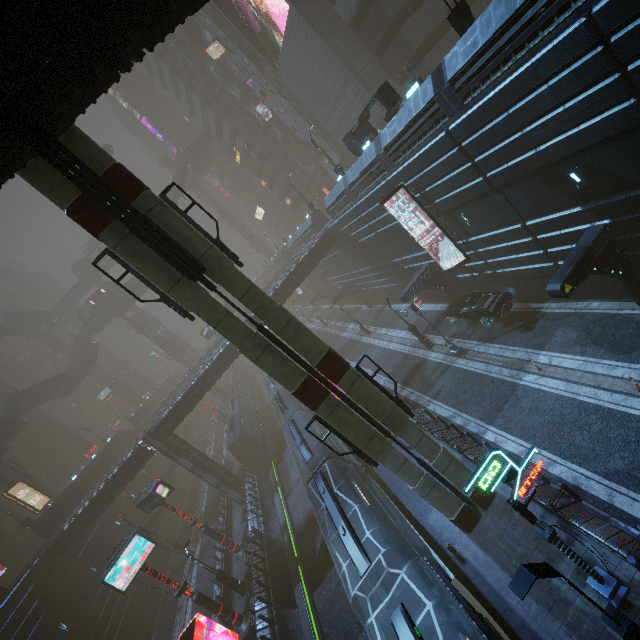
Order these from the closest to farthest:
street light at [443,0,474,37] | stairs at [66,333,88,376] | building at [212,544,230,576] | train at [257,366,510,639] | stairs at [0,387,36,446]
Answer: train at [257,366,510,639] → street light at [443,0,474,37] → building at [212,544,230,576] → stairs at [0,387,36,446] → stairs at [66,333,88,376]

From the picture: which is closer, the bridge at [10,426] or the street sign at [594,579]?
the street sign at [594,579]

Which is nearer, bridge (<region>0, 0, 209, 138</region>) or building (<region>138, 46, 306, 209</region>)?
bridge (<region>0, 0, 209, 138</region>)

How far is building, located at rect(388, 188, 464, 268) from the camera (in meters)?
20.67

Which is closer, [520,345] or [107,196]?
[107,196]

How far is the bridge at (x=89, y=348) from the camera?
57.8 meters

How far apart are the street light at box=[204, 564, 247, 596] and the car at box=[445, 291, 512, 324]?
23.90m

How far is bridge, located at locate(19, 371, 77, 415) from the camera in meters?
46.4 m
